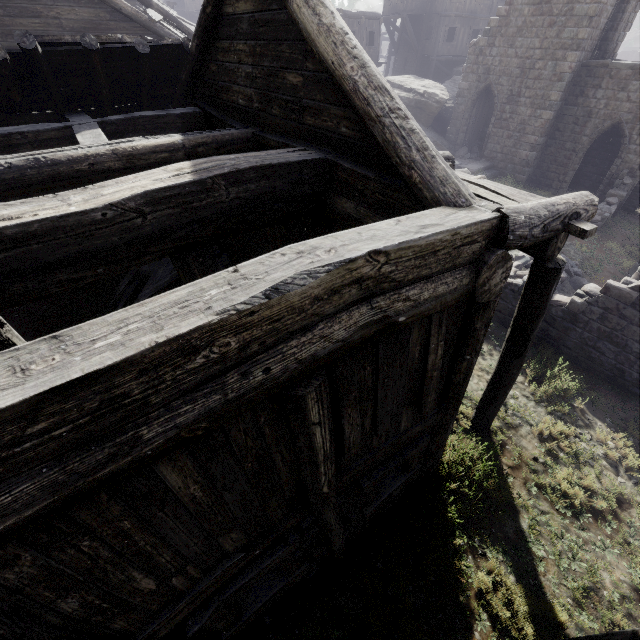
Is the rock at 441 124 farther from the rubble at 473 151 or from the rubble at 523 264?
the rubble at 523 264

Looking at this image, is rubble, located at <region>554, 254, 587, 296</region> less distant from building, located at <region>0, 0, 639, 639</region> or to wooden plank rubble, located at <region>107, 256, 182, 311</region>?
building, located at <region>0, 0, 639, 639</region>

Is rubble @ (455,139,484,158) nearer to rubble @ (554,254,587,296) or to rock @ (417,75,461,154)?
rock @ (417,75,461,154)

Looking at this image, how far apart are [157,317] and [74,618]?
2.4 meters

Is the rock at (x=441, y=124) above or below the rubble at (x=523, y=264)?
above

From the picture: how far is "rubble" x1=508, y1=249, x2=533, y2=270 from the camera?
12.7 meters

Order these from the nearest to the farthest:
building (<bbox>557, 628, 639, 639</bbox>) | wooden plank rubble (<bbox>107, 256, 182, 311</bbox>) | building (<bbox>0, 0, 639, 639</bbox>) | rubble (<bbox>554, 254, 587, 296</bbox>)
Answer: building (<bbox>0, 0, 639, 639</bbox>), building (<bbox>557, 628, 639, 639</bbox>), wooden plank rubble (<bbox>107, 256, 182, 311</bbox>), rubble (<bbox>554, 254, 587, 296</bbox>)

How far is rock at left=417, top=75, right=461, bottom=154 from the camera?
21.33m
